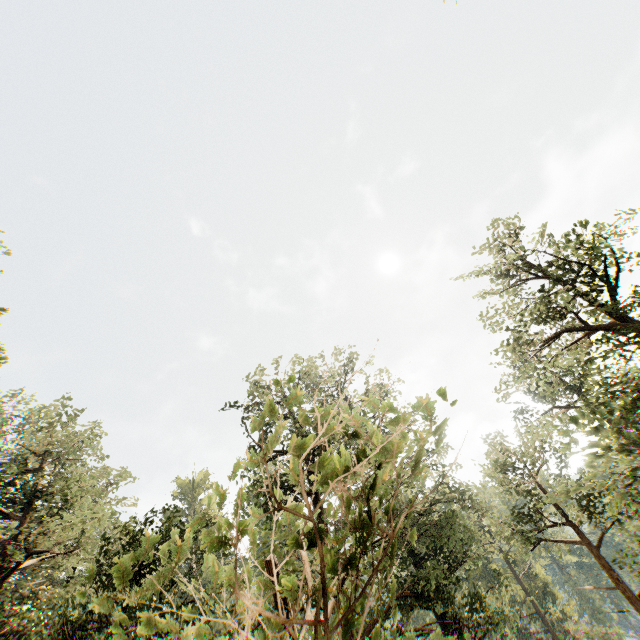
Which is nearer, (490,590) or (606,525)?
(606,525)
